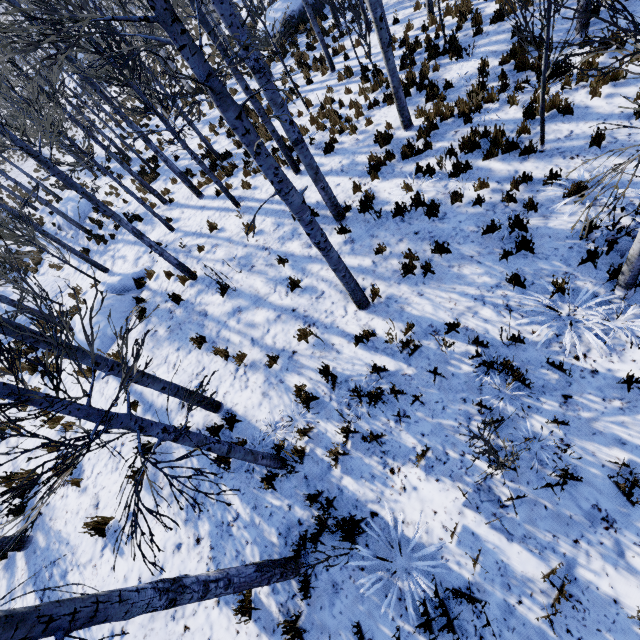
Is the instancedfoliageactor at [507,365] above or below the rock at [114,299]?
below

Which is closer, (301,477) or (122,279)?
(301,477)

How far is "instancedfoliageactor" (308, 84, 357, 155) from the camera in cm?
965

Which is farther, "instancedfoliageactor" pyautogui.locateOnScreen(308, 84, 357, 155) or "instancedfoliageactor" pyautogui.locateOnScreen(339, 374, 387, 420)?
"instancedfoliageactor" pyautogui.locateOnScreen(308, 84, 357, 155)

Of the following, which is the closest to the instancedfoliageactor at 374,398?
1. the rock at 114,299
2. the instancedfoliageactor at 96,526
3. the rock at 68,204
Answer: the rock at 114,299

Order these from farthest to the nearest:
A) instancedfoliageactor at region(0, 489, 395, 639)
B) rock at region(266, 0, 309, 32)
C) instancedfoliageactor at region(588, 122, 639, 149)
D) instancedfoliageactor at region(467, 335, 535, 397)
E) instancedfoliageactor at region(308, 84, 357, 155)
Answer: rock at region(266, 0, 309, 32) → instancedfoliageactor at region(308, 84, 357, 155) → instancedfoliageactor at region(467, 335, 535, 397) → instancedfoliageactor at region(588, 122, 639, 149) → instancedfoliageactor at region(0, 489, 395, 639)

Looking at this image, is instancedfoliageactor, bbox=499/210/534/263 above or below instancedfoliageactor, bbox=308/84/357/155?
below

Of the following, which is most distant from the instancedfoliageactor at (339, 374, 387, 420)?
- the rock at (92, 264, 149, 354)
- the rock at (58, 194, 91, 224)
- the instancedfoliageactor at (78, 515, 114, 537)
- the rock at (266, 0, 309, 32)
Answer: the rock at (266, 0, 309, 32)
